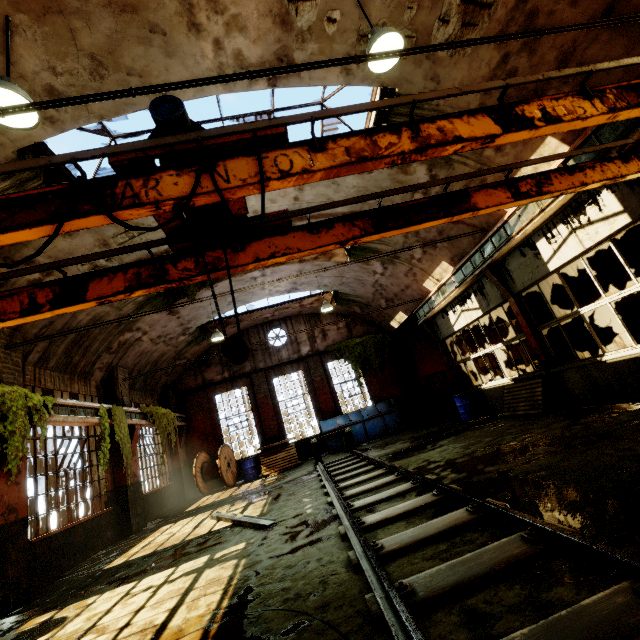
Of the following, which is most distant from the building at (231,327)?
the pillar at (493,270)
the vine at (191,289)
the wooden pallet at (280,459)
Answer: the wooden pallet at (280,459)

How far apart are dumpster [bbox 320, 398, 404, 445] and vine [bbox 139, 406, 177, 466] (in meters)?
6.47

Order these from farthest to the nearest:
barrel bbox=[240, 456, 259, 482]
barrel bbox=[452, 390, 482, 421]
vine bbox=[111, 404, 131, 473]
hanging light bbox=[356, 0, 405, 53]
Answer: barrel bbox=[240, 456, 259, 482] < barrel bbox=[452, 390, 482, 421] < vine bbox=[111, 404, 131, 473] < hanging light bbox=[356, 0, 405, 53]

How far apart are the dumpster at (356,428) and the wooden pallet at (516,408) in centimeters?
594cm

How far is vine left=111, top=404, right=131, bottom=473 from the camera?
9.8 meters

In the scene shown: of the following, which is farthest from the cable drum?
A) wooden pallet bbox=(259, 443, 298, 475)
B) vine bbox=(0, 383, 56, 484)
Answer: vine bbox=(0, 383, 56, 484)

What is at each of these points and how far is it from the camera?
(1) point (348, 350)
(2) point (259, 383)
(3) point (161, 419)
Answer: (1) vine, 18.0m
(2) pillar, 17.3m
(3) vine, 13.2m

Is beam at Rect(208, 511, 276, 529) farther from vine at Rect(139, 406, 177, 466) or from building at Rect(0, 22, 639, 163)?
vine at Rect(139, 406, 177, 466)
